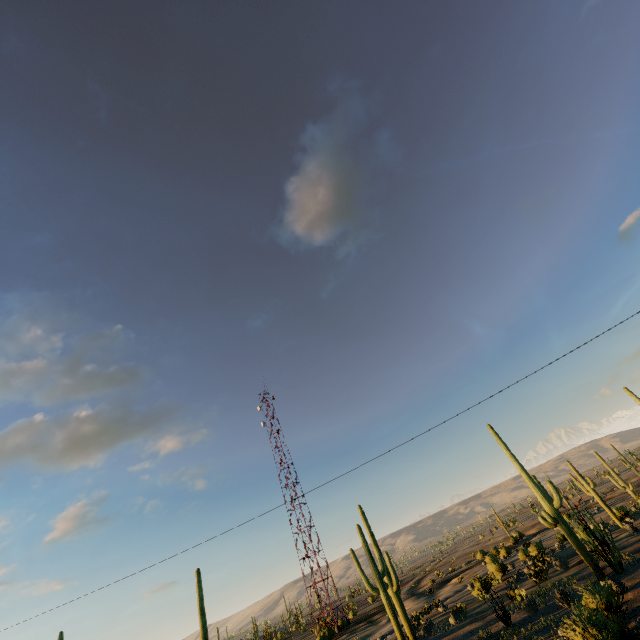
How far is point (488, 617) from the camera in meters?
23.4

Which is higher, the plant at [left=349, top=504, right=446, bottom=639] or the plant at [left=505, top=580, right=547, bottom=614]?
the plant at [left=349, top=504, right=446, bottom=639]

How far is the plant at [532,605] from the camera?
19.7 meters

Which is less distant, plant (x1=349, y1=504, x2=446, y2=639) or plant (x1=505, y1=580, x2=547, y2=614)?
plant (x1=505, y1=580, x2=547, y2=614)

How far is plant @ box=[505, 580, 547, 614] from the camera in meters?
19.7

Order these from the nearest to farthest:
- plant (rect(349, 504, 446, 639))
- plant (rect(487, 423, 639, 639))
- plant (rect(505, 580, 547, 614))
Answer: plant (rect(487, 423, 639, 639)) → plant (rect(505, 580, 547, 614)) → plant (rect(349, 504, 446, 639))

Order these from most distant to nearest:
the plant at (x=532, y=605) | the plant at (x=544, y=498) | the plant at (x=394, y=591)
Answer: the plant at (x=394, y=591)
the plant at (x=532, y=605)
the plant at (x=544, y=498)

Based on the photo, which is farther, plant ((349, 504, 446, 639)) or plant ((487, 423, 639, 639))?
plant ((349, 504, 446, 639))
